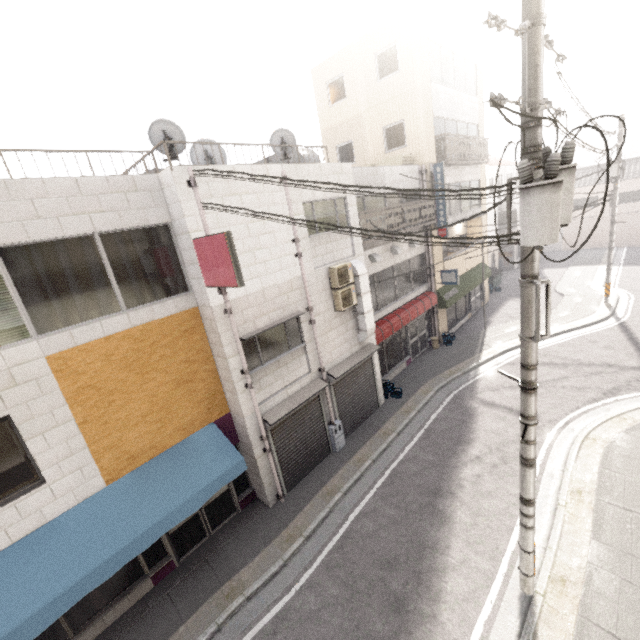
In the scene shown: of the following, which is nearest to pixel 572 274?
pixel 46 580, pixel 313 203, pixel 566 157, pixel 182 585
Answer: pixel 313 203

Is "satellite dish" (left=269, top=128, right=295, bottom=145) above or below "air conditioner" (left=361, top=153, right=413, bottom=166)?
above

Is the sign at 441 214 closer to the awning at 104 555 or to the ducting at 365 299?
the ducting at 365 299

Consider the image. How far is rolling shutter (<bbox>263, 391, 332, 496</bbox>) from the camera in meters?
9.1 m

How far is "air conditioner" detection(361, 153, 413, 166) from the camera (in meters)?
14.24

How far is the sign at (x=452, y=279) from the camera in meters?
15.5 m

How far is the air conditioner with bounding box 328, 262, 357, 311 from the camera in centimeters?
987cm

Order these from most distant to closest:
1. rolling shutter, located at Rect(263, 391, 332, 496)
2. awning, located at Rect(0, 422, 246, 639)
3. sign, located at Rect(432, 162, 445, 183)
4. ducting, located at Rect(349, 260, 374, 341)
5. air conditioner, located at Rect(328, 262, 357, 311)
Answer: sign, located at Rect(432, 162, 445, 183)
ducting, located at Rect(349, 260, 374, 341)
air conditioner, located at Rect(328, 262, 357, 311)
rolling shutter, located at Rect(263, 391, 332, 496)
awning, located at Rect(0, 422, 246, 639)
